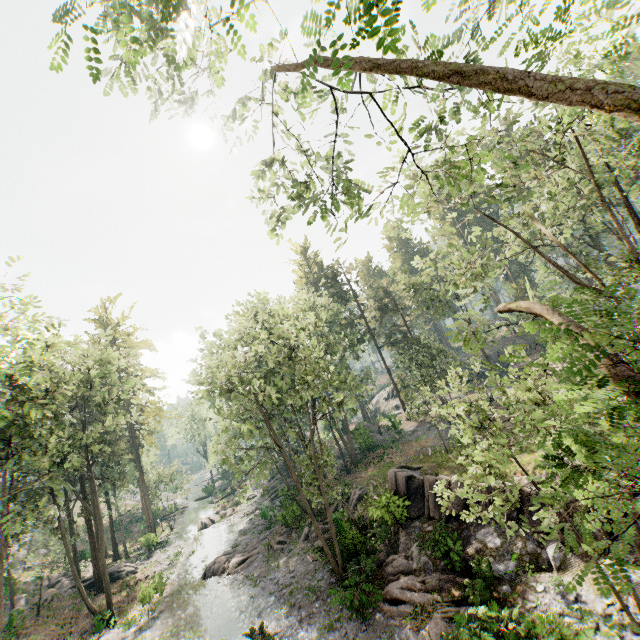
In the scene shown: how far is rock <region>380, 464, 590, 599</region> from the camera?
13.42m

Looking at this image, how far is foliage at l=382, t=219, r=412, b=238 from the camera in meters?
9.6 m

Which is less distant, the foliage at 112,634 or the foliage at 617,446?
the foliage at 617,446

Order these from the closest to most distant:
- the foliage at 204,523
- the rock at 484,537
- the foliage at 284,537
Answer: the rock at 484,537
the foliage at 284,537
the foliage at 204,523

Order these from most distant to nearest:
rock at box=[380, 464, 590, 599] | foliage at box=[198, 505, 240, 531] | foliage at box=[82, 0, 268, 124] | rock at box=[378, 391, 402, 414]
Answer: rock at box=[378, 391, 402, 414]
foliage at box=[198, 505, 240, 531]
rock at box=[380, 464, 590, 599]
foliage at box=[82, 0, 268, 124]

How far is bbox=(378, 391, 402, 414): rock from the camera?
55.7 meters

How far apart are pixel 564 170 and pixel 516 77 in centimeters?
2581cm

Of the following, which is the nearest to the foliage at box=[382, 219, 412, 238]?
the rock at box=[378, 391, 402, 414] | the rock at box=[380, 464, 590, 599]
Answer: the rock at box=[380, 464, 590, 599]
